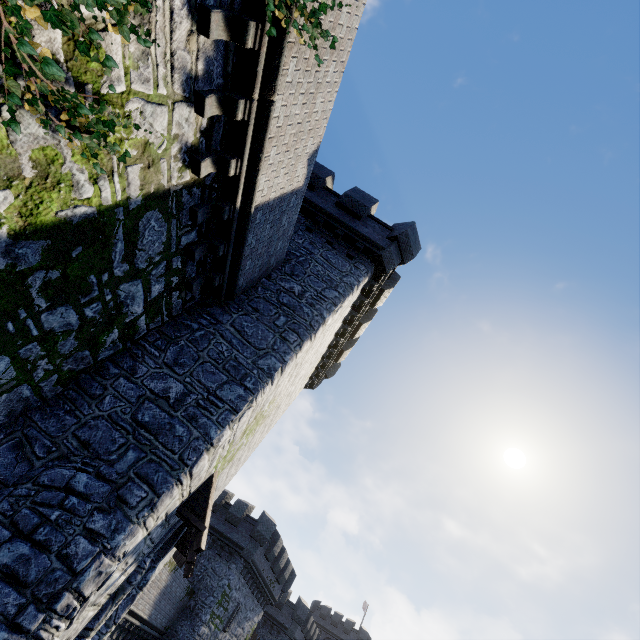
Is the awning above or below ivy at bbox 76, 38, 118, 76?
below

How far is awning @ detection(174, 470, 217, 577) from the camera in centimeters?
721cm

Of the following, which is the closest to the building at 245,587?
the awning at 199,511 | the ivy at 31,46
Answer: the awning at 199,511

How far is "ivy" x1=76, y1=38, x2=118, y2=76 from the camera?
3.1 meters

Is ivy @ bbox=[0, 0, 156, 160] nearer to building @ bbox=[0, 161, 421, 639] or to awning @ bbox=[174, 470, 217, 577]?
building @ bbox=[0, 161, 421, 639]

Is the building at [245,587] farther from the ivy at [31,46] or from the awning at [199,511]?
the ivy at [31,46]

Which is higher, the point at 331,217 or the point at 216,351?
the point at 331,217
